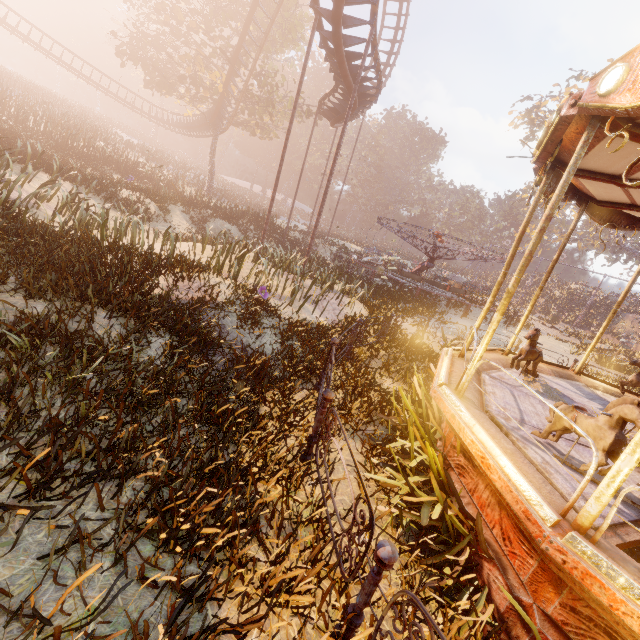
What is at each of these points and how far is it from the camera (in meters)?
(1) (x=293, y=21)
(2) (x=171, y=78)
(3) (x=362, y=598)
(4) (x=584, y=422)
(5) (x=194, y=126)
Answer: (1) tree, 25.56
(2) tree, 30.19
(3) metal fence, 2.42
(4) horse, 3.33
(5) roller coaster, 35.00

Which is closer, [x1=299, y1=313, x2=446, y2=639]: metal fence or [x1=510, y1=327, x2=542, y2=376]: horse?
[x1=299, y1=313, x2=446, y2=639]: metal fence

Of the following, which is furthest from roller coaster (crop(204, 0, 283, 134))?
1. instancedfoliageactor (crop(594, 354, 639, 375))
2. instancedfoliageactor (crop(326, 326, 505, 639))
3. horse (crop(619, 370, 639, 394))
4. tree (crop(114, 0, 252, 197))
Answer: instancedfoliageactor (crop(594, 354, 639, 375))

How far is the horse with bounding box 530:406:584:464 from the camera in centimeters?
347cm

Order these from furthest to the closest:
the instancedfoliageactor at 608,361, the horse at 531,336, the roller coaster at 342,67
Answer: the instancedfoliageactor at 608,361
the roller coaster at 342,67
the horse at 531,336

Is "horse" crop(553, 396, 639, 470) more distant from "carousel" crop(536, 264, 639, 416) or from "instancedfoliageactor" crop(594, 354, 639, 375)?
"instancedfoliageactor" crop(594, 354, 639, 375)

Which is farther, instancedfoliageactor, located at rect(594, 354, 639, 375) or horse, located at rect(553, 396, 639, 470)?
instancedfoliageactor, located at rect(594, 354, 639, 375)

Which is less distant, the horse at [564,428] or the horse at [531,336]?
the horse at [564,428]
